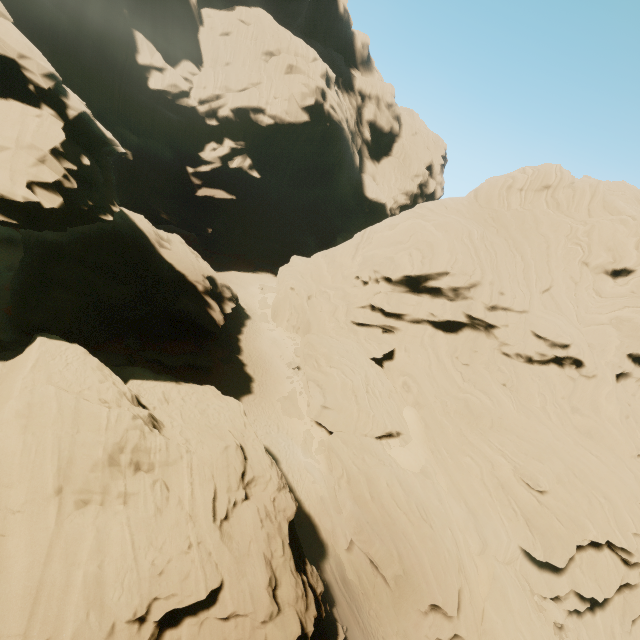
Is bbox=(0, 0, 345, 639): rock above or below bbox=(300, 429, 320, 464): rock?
above

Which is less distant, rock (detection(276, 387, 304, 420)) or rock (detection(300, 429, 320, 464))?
rock (detection(300, 429, 320, 464))

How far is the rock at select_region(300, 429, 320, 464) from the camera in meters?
28.3 m

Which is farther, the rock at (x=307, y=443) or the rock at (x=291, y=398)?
the rock at (x=291, y=398)

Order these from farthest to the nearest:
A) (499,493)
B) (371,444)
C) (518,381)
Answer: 1. (518,381)
2. (371,444)
3. (499,493)

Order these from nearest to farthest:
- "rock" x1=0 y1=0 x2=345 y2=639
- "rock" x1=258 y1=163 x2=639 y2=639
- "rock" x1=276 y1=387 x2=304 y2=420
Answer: "rock" x1=0 y1=0 x2=345 y2=639 → "rock" x1=258 y1=163 x2=639 y2=639 → "rock" x1=276 y1=387 x2=304 y2=420

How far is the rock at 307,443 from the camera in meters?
28.3 m
